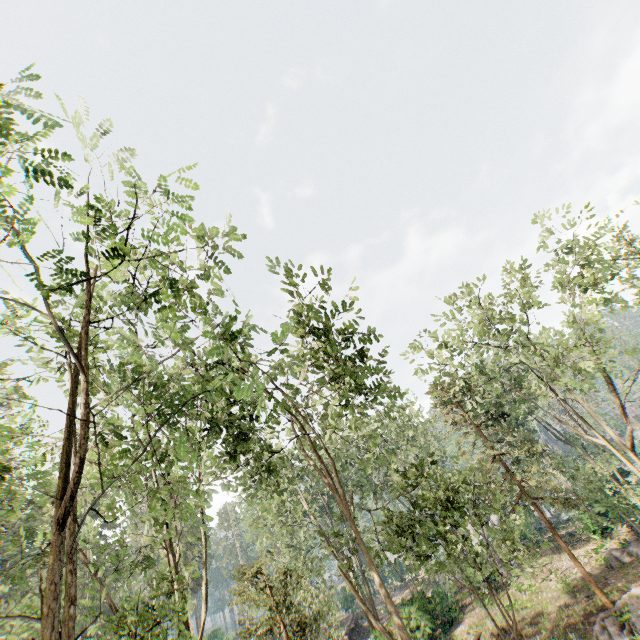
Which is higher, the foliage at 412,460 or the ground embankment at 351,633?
the foliage at 412,460

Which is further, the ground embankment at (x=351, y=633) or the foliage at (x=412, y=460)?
the ground embankment at (x=351, y=633)

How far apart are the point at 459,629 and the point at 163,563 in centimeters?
2162cm

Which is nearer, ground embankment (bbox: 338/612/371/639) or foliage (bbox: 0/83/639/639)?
foliage (bbox: 0/83/639/639)

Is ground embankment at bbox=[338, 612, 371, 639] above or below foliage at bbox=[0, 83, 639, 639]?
below
